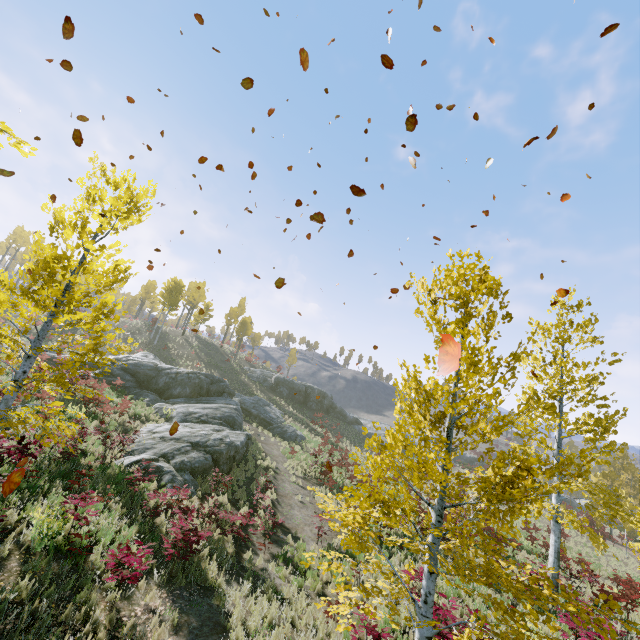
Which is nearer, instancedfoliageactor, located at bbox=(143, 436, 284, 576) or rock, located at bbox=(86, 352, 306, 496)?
instancedfoliageactor, located at bbox=(143, 436, 284, 576)

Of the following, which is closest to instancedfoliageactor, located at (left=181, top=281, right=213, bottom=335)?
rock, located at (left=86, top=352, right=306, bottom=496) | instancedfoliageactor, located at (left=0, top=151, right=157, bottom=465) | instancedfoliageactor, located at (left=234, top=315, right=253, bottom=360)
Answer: instancedfoliageactor, located at (left=234, top=315, right=253, bottom=360)

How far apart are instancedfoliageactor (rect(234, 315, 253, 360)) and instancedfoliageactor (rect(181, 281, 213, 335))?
7.8m

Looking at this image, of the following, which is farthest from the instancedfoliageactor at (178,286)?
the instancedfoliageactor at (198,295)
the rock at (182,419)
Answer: the instancedfoliageactor at (198,295)

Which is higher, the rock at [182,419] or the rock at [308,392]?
the rock at [308,392]

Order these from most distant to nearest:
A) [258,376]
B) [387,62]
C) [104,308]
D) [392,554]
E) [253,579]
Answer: [258,376] < [392,554] < [253,579] < [104,308] < [387,62]

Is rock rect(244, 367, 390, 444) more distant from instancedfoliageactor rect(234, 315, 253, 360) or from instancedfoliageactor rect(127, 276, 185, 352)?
instancedfoliageactor rect(127, 276, 185, 352)

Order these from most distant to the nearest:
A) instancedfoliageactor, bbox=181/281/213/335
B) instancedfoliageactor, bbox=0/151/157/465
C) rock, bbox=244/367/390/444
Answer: instancedfoliageactor, bbox=181/281/213/335 → rock, bbox=244/367/390/444 → instancedfoliageactor, bbox=0/151/157/465
